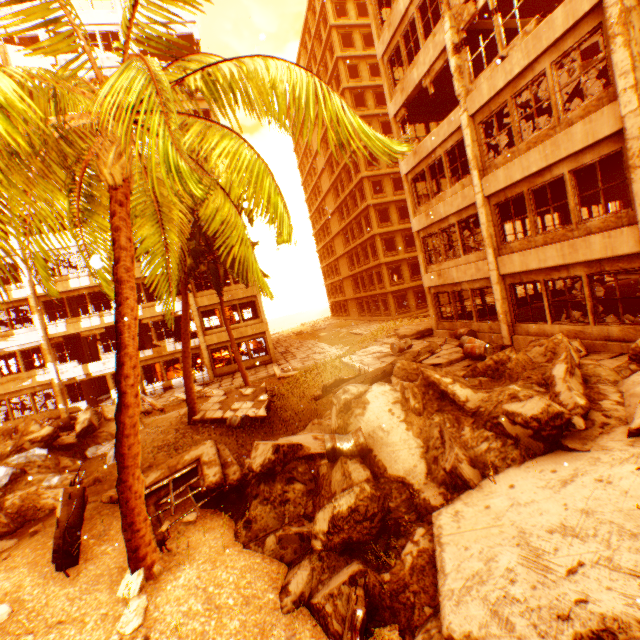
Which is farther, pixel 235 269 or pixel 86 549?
pixel 86 549

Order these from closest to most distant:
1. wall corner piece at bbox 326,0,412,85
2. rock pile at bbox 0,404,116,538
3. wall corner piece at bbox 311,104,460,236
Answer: rock pile at bbox 0,404,116,538
wall corner piece at bbox 311,104,460,236
wall corner piece at bbox 326,0,412,85

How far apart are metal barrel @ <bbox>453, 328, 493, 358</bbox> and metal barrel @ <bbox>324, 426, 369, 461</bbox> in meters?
6.6

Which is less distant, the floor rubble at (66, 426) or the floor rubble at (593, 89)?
the floor rubble at (593, 89)

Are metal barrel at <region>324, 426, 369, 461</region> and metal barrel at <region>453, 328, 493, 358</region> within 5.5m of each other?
no

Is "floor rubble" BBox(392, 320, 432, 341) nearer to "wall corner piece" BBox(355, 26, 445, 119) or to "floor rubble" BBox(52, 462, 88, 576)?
"floor rubble" BBox(52, 462, 88, 576)

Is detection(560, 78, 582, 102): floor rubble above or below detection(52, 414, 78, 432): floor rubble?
above

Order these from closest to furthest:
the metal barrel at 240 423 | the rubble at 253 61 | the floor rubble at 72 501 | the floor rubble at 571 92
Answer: the rubble at 253 61 → the floor rubble at 72 501 → the floor rubble at 571 92 → the metal barrel at 240 423
